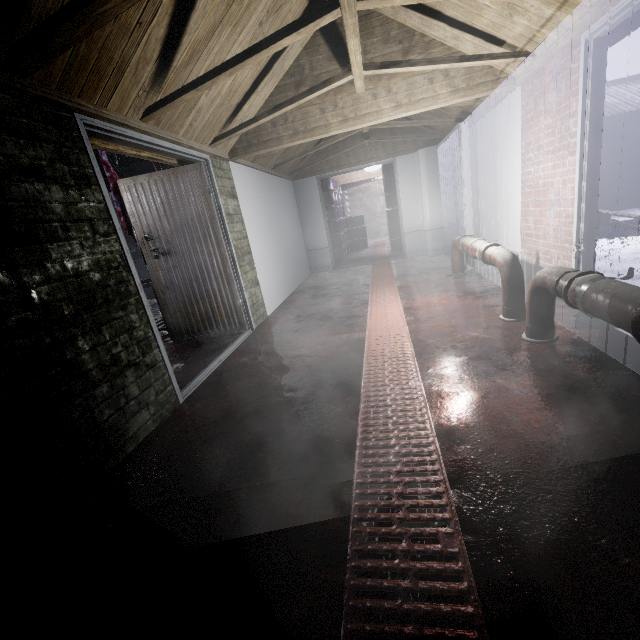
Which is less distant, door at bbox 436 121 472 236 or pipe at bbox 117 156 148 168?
door at bbox 436 121 472 236

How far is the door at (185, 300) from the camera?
2.2m

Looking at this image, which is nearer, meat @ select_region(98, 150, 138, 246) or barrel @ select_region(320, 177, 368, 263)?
meat @ select_region(98, 150, 138, 246)

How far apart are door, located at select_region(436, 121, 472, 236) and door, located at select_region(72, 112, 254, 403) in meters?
3.2

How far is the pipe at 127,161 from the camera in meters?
7.1

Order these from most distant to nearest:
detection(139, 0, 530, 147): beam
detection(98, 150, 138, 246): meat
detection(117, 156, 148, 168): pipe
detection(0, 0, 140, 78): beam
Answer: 1. detection(117, 156, 148, 168): pipe
2. detection(98, 150, 138, 246): meat
3. detection(139, 0, 530, 147): beam
4. detection(0, 0, 140, 78): beam

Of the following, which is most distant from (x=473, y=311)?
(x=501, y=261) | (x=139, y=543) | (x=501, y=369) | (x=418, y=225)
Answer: (x=418, y=225)

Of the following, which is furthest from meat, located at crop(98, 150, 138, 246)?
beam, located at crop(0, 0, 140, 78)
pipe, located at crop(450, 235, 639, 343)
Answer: pipe, located at crop(450, 235, 639, 343)
